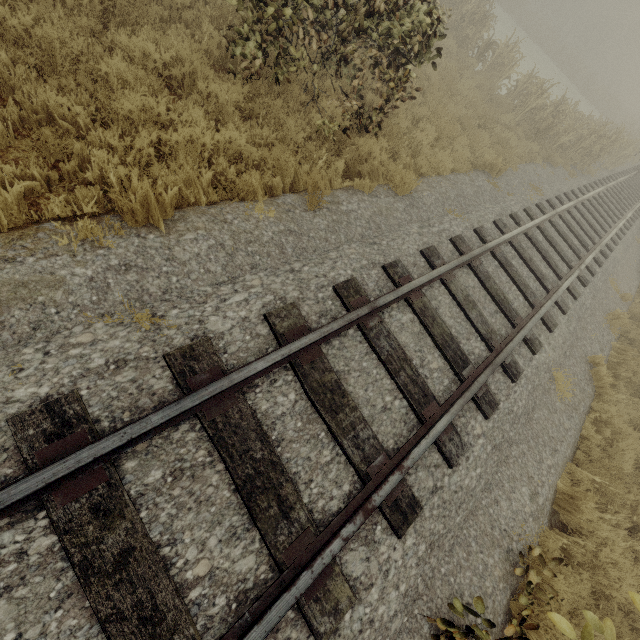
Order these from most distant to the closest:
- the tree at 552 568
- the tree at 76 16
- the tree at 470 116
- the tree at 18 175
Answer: the tree at 470 116 → the tree at 76 16 → the tree at 18 175 → the tree at 552 568

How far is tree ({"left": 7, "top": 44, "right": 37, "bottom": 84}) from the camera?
3.7 meters

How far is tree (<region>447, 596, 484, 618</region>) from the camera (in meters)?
2.51

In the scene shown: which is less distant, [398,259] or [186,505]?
[186,505]

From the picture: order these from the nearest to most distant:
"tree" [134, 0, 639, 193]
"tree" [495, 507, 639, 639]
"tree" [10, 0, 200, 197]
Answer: "tree" [495, 507, 639, 639] → "tree" [10, 0, 200, 197] → "tree" [134, 0, 639, 193]

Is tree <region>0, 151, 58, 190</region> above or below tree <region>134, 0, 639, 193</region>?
below

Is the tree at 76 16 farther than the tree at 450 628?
Yes

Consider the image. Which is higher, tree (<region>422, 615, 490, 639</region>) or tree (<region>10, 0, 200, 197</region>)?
tree (<region>422, 615, 490, 639</region>)
